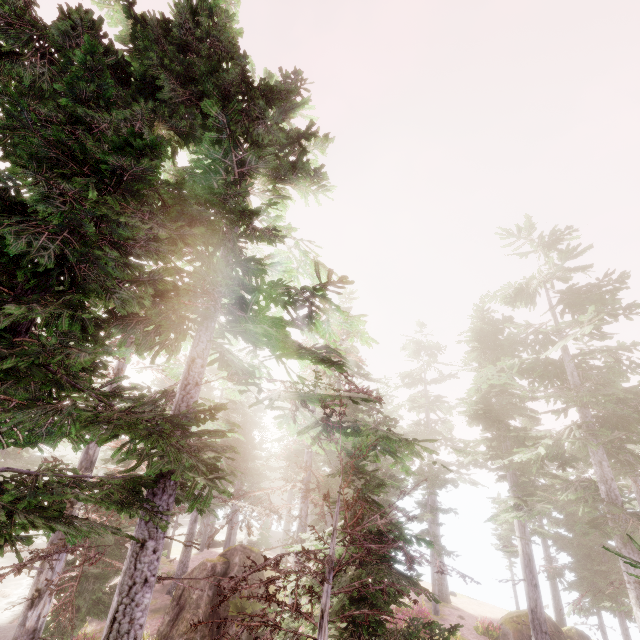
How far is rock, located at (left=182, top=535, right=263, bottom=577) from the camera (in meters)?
17.09

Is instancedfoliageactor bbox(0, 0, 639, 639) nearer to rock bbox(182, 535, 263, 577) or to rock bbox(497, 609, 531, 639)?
rock bbox(182, 535, 263, 577)

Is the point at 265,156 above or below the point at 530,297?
below

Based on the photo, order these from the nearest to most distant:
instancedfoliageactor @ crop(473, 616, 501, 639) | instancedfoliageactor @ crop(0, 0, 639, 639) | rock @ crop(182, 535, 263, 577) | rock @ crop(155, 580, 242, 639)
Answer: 1. instancedfoliageactor @ crop(0, 0, 639, 639)
2. rock @ crop(155, 580, 242, 639)
3. rock @ crop(182, 535, 263, 577)
4. instancedfoliageactor @ crop(473, 616, 501, 639)

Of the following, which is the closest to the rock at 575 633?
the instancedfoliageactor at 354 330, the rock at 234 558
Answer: the instancedfoliageactor at 354 330

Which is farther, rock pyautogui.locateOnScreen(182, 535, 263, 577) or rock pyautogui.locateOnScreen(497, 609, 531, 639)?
rock pyautogui.locateOnScreen(497, 609, 531, 639)

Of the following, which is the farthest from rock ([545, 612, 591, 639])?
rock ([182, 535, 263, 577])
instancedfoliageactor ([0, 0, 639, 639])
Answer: rock ([182, 535, 263, 577])

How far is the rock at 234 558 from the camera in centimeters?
1709cm
